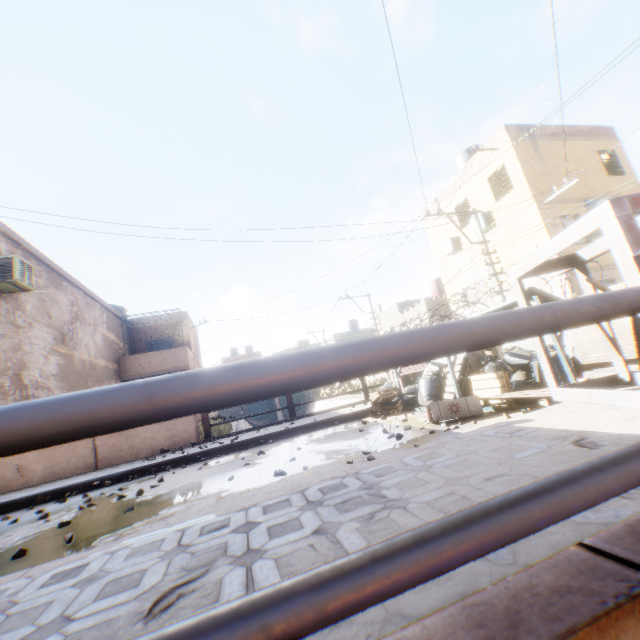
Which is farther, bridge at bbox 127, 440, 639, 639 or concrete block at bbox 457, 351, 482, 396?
concrete block at bbox 457, 351, 482, 396

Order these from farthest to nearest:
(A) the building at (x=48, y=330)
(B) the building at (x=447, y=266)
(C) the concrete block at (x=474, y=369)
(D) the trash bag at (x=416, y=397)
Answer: (B) the building at (x=447, y=266)
(A) the building at (x=48, y=330)
(D) the trash bag at (x=416, y=397)
(C) the concrete block at (x=474, y=369)

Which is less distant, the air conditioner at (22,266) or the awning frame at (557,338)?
the awning frame at (557,338)

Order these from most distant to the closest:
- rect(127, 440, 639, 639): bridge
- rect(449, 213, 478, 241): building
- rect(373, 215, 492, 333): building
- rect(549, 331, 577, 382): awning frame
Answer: rect(373, 215, 492, 333): building, rect(449, 213, 478, 241): building, rect(549, 331, 577, 382): awning frame, rect(127, 440, 639, 639): bridge

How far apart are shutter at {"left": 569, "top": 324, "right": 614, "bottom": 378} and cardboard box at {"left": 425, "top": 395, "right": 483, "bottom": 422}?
1.5m

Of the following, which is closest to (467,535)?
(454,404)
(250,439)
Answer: (454,404)

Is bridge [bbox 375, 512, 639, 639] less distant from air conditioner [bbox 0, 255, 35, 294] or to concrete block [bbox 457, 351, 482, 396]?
concrete block [bbox 457, 351, 482, 396]

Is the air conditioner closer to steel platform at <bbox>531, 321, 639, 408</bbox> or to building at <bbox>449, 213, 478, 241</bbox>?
building at <bbox>449, 213, 478, 241</bbox>
